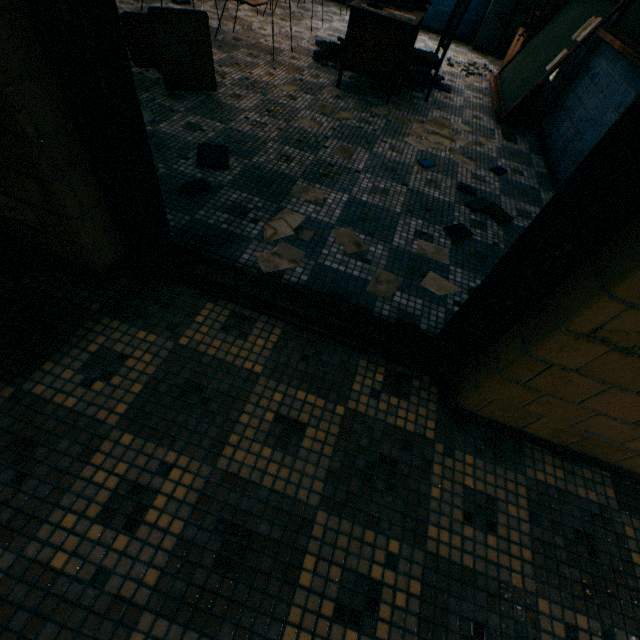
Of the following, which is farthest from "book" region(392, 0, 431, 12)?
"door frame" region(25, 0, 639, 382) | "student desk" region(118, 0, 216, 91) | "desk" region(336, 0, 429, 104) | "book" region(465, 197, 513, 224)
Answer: "door frame" region(25, 0, 639, 382)

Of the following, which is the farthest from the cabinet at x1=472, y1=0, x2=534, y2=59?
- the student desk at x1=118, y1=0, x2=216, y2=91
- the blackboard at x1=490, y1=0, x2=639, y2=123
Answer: the student desk at x1=118, y1=0, x2=216, y2=91

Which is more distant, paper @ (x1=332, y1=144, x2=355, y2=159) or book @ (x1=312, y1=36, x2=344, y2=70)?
book @ (x1=312, y1=36, x2=344, y2=70)

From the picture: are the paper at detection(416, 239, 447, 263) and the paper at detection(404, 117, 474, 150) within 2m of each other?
yes

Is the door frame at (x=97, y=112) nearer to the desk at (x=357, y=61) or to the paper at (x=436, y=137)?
the paper at (x=436, y=137)

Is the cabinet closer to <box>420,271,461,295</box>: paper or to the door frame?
<box>420,271,461,295</box>: paper

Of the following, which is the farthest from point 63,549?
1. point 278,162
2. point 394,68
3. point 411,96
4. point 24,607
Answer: point 411,96

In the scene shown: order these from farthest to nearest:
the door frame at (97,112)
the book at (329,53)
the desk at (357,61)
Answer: the book at (329,53) < the desk at (357,61) < the door frame at (97,112)
